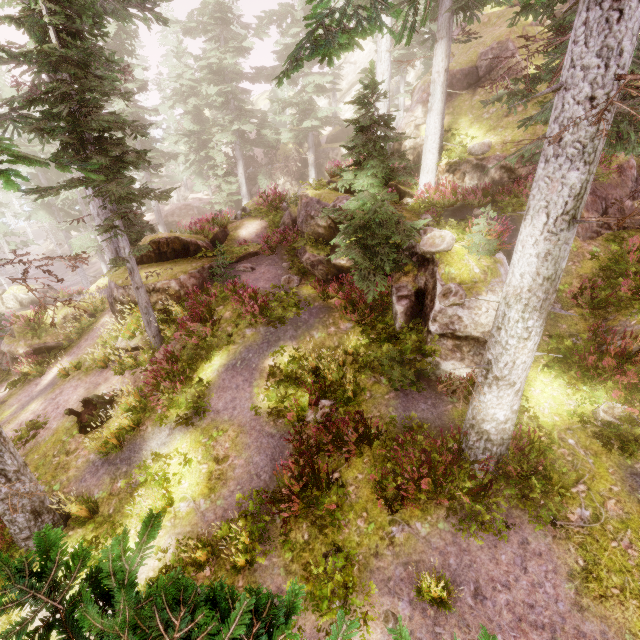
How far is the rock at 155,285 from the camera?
12.6 meters

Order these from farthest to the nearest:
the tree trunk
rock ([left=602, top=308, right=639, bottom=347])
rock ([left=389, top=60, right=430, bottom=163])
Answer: rock ([left=389, top=60, right=430, bottom=163])
the tree trunk
rock ([left=602, top=308, right=639, bottom=347])

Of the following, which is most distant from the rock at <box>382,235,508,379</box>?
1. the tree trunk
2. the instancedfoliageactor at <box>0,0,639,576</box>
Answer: the tree trunk

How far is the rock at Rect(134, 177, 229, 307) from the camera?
12.59m

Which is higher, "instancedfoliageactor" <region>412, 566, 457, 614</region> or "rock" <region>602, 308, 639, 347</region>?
"rock" <region>602, 308, 639, 347</region>

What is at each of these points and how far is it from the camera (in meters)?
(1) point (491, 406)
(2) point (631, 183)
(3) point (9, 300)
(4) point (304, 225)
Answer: (1) instancedfoliageactor, 6.47
(2) rock, 11.79
(3) rock, 25.61
(4) rock, 13.74

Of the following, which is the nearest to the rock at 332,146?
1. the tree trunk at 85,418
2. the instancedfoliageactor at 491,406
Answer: the instancedfoliageactor at 491,406
